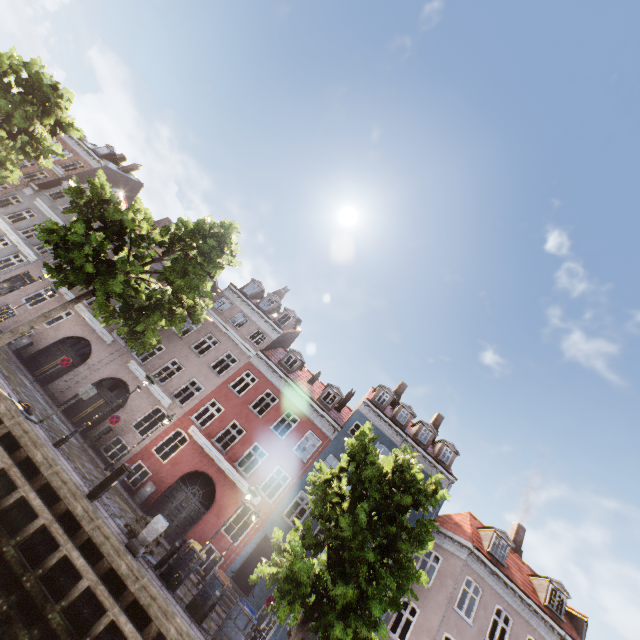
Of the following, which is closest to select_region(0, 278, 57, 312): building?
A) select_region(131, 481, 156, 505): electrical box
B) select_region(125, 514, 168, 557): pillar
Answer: select_region(131, 481, 156, 505): electrical box

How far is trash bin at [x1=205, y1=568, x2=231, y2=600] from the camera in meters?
10.7 m

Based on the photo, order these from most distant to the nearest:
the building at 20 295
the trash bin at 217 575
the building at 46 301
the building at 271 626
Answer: the building at 20 295 → the building at 46 301 → the building at 271 626 → the trash bin at 217 575

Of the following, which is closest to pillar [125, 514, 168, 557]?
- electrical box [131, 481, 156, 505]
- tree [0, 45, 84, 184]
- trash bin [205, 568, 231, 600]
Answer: trash bin [205, 568, 231, 600]

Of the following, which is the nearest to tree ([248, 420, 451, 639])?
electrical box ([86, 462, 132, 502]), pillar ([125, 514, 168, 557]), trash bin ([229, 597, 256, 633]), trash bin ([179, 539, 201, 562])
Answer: trash bin ([229, 597, 256, 633])

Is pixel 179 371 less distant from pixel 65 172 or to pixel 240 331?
pixel 240 331

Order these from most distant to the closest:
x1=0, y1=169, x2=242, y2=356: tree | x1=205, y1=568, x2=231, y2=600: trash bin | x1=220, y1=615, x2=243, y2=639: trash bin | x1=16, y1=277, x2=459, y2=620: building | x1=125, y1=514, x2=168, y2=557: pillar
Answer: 1. x1=16, y1=277, x2=459, y2=620: building
2. x1=0, y1=169, x2=242, y2=356: tree
3. x1=205, y1=568, x2=231, y2=600: trash bin
4. x1=220, y1=615, x2=243, y2=639: trash bin
5. x1=125, y1=514, x2=168, y2=557: pillar

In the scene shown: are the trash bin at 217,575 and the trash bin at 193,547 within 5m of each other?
yes
